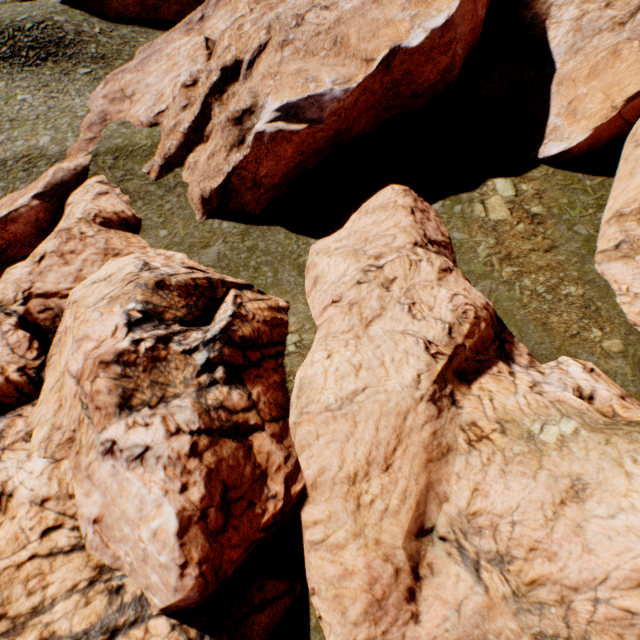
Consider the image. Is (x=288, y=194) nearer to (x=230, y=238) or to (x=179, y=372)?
(x=230, y=238)
